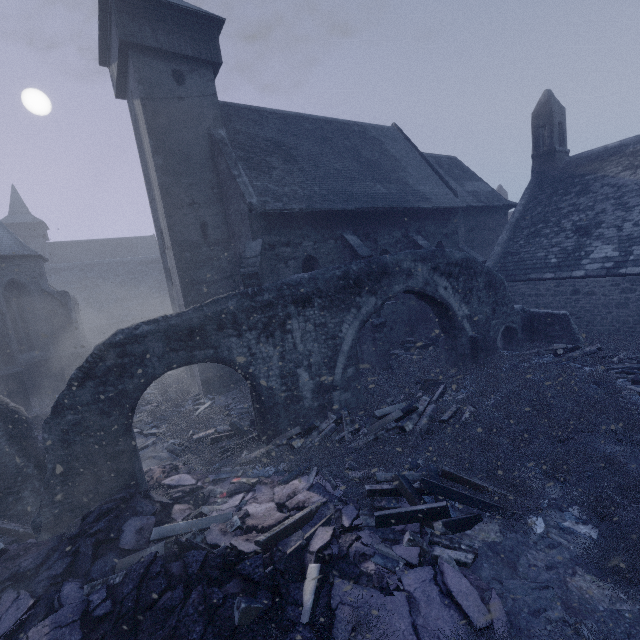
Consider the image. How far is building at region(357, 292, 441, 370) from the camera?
13.85m

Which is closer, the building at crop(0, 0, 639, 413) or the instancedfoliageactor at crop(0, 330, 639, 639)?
the instancedfoliageactor at crop(0, 330, 639, 639)

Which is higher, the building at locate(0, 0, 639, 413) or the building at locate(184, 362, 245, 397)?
the building at locate(0, 0, 639, 413)

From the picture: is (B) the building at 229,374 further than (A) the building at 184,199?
Yes

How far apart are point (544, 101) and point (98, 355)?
25.4 meters

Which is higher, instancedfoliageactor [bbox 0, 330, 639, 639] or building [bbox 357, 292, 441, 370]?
building [bbox 357, 292, 441, 370]

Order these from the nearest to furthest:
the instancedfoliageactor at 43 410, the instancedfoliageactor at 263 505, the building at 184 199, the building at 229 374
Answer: the instancedfoliageactor at 263 505
the instancedfoliageactor at 43 410
the building at 184 199
the building at 229 374
